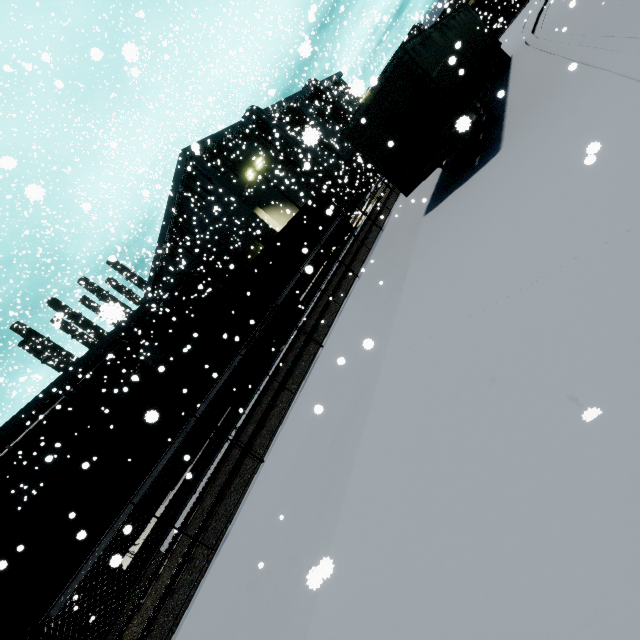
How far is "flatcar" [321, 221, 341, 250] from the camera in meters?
21.7 m

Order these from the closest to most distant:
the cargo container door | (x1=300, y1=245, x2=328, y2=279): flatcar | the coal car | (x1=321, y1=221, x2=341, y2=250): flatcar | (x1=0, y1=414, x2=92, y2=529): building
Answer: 1. (x1=300, y1=245, x2=328, y2=279): flatcar
2. the cargo container door
3. (x1=0, y1=414, x2=92, y2=529): building
4. (x1=321, y1=221, x2=341, y2=250): flatcar
5. the coal car

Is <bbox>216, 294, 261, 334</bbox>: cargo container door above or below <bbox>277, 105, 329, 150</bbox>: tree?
below

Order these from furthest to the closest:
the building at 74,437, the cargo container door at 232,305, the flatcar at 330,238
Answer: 1. the flatcar at 330,238
2. the building at 74,437
3. the cargo container door at 232,305

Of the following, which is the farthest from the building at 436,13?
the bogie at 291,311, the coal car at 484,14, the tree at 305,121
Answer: the bogie at 291,311

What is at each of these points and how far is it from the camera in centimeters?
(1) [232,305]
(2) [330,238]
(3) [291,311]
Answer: (1) cargo container door, 1662cm
(2) flatcar, 2228cm
(3) bogie, 1773cm

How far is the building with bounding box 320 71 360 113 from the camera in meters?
23.4 m
